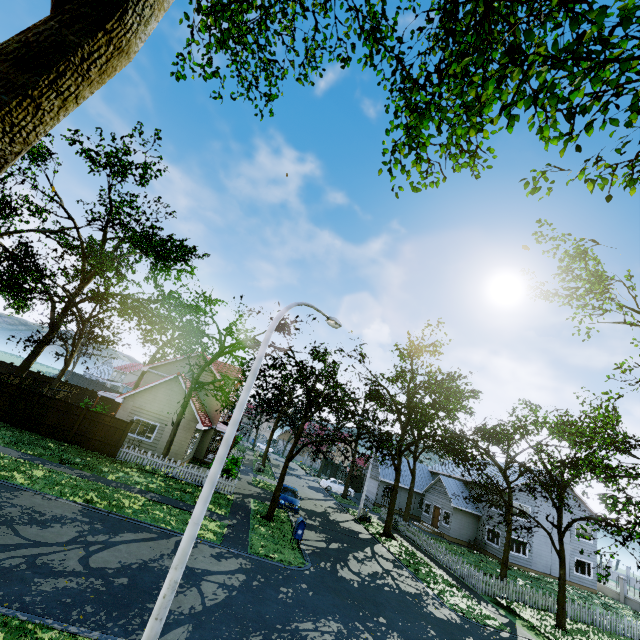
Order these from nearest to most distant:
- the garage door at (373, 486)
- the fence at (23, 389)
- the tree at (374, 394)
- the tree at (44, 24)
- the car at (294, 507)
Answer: the tree at (44, 24), the tree at (374, 394), the fence at (23, 389), the car at (294, 507), the garage door at (373, 486)

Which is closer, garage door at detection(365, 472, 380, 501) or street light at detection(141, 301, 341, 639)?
street light at detection(141, 301, 341, 639)

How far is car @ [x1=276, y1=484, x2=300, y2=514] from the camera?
22.4m

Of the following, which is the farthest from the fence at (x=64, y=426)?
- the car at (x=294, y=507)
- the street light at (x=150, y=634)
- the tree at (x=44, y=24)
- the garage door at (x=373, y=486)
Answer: the garage door at (x=373, y=486)

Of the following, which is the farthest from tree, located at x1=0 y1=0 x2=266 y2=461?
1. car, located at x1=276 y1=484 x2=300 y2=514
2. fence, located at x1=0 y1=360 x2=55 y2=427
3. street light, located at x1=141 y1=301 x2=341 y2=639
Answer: street light, located at x1=141 y1=301 x2=341 y2=639

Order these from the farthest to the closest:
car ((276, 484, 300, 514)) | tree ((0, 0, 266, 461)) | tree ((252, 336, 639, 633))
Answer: car ((276, 484, 300, 514)) < tree ((252, 336, 639, 633)) < tree ((0, 0, 266, 461))

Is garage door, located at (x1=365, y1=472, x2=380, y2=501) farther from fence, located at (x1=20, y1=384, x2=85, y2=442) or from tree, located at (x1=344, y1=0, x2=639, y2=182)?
fence, located at (x1=20, y1=384, x2=85, y2=442)

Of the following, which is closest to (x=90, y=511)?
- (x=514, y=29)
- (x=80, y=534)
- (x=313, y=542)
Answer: (x=80, y=534)
